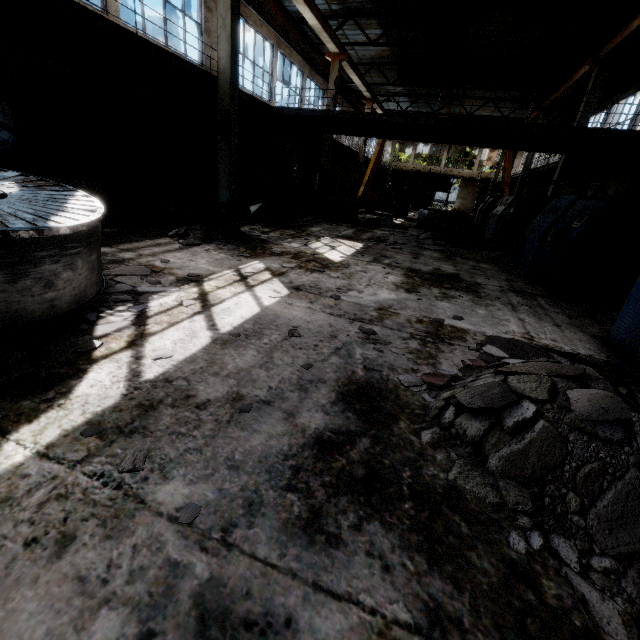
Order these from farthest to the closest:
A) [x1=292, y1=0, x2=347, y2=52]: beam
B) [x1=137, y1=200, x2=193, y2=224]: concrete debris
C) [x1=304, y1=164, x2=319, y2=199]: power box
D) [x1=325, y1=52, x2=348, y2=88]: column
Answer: [x1=304, y1=164, x2=319, y2=199]: power box < [x1=325, y1=52, x2=348, y2=88]: column < [x1=292, y1=0, x2=347, y2=52]: beam < [x1=137, y1=200, x2=193, y2=224]: concrete debris

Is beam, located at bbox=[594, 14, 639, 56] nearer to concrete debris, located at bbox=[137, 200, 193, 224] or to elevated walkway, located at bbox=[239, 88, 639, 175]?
elevated walkway, located at bbox=[239, 88, 639, 175]

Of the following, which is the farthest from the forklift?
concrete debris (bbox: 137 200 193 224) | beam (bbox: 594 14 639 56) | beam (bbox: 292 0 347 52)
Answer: concrete debris (bbox: 137 200 193 224)

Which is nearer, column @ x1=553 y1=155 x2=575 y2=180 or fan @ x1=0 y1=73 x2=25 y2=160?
fan @ x1=0 y1=73 x2=25 y2=160

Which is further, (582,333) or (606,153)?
(606,153)

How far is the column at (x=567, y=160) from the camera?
15.4m

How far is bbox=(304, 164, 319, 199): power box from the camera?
23.88m

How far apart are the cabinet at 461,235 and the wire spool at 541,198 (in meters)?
1.11
